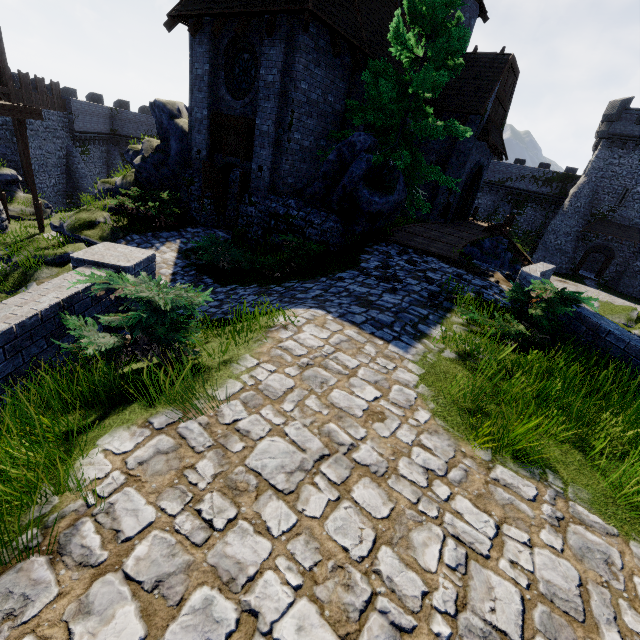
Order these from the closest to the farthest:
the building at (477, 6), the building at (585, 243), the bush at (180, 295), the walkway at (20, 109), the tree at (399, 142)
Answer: the bush at (180, 295) < the tree at (399, 142) < the walkway at (20, 109) < the building at (477, 6) < the building at (585, 243)

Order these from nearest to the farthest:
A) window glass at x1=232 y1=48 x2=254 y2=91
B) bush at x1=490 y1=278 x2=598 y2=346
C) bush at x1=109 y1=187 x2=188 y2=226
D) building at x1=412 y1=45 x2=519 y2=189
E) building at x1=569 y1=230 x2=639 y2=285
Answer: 1. bush at x1=490 y1=278 x2=598 y2=346
2. window glass at x1=232 y1=48 x2=254 y2=91
3. bush at x1=109 y1=187 x2=188 y2=226
4. building at x1=412 y1=45 x2=519 y2=189
5. building at x1=569 y1=230 x2=639 y2=285

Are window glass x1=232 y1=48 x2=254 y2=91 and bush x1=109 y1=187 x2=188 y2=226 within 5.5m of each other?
yes

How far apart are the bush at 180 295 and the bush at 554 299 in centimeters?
468cm

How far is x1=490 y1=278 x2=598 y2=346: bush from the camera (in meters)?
5.40

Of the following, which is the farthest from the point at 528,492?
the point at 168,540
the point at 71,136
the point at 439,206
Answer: the point at 71,136

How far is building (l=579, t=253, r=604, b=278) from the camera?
41.3m

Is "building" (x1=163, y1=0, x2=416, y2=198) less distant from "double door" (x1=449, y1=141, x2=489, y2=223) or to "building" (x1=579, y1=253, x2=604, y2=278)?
"double door" (x1=449, y1=141, x2=489, y2=223)
